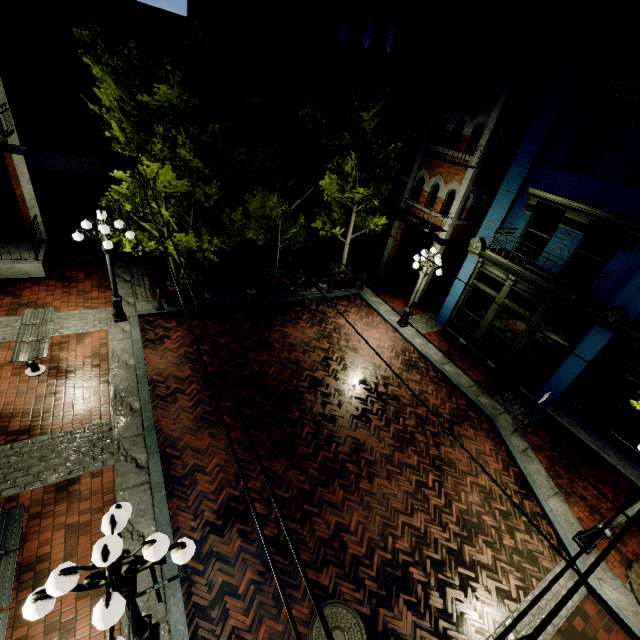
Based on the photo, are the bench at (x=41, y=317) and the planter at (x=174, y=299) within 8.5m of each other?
yes

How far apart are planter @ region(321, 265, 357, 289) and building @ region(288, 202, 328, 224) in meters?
8.1 m

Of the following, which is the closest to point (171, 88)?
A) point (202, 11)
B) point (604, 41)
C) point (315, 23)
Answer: point (604, 41)

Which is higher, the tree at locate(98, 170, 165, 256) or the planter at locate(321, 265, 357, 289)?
the tree at locate(98, 170, 165, 256)

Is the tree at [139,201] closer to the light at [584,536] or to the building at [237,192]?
the light at [584,536]

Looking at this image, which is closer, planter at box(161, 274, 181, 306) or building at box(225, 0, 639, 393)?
building at box(225, 0, 639, 393)

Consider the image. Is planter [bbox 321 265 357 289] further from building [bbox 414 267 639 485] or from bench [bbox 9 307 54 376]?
bench [bbox 9 307 54 376]

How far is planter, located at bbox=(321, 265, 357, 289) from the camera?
15.3m
